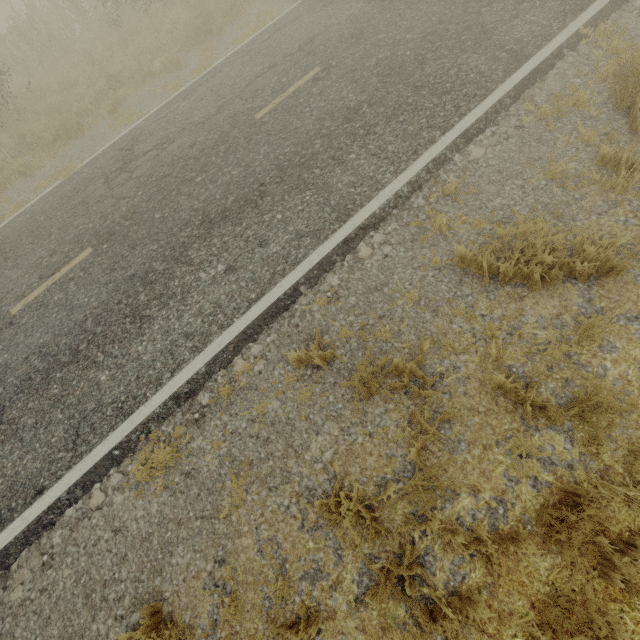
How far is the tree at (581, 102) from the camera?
4.6m

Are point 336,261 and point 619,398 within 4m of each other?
yes

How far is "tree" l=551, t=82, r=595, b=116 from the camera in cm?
456
